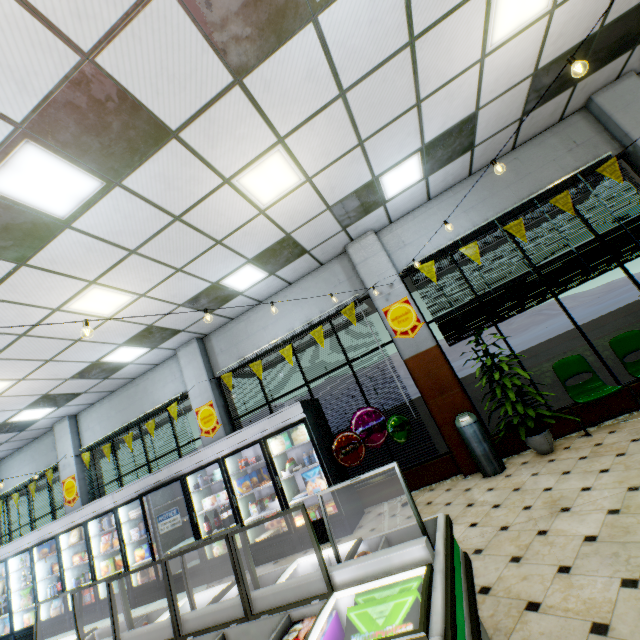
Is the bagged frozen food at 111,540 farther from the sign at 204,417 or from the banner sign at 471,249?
the banner sign at 471,249

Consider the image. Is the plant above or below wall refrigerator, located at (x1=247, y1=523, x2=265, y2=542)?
below

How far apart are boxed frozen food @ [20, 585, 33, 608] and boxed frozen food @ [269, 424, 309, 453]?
7.74m

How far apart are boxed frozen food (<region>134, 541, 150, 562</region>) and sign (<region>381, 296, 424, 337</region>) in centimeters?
687cm

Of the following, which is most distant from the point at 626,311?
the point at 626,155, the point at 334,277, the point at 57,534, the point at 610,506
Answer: the point at 57,534

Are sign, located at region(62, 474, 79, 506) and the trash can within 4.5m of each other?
no

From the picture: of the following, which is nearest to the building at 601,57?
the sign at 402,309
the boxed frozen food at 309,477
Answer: the sign at 402,309

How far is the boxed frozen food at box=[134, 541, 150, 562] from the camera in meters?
6.9
